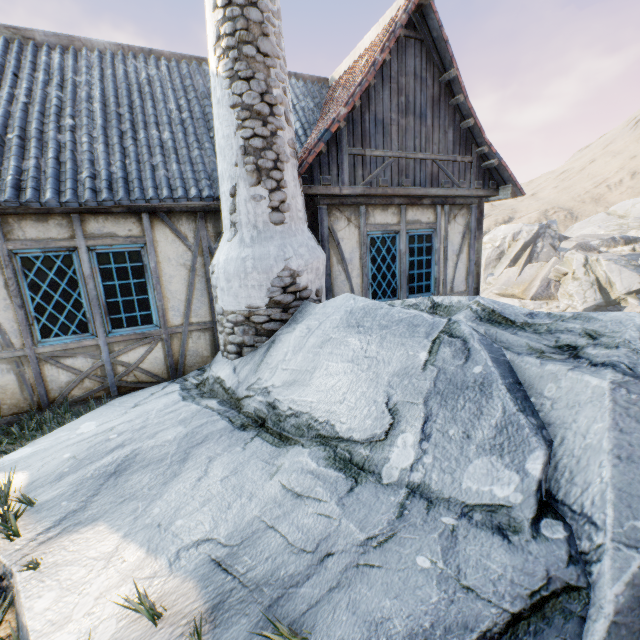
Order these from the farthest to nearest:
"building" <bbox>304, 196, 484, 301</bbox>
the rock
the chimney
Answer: "building" <bbox>304, 196, 484, 301</bbox> → the chimney → the rock

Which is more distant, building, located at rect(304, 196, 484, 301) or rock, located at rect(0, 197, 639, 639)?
building, located at rect(304, 196, 484, 301)

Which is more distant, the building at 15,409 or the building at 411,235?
the building at 411,235

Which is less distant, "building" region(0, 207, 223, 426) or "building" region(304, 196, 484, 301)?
"building" region(0, 207, 223, 426)

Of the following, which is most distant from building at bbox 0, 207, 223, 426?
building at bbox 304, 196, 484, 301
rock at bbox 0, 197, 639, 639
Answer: building at bbox 304, 196, 484, 301

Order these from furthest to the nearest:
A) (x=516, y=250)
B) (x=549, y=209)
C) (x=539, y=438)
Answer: (x=549, y=209) → (x=516, y=250) → (x=539, y=438)

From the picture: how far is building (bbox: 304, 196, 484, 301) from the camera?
5.4m

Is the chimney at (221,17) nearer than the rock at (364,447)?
No
